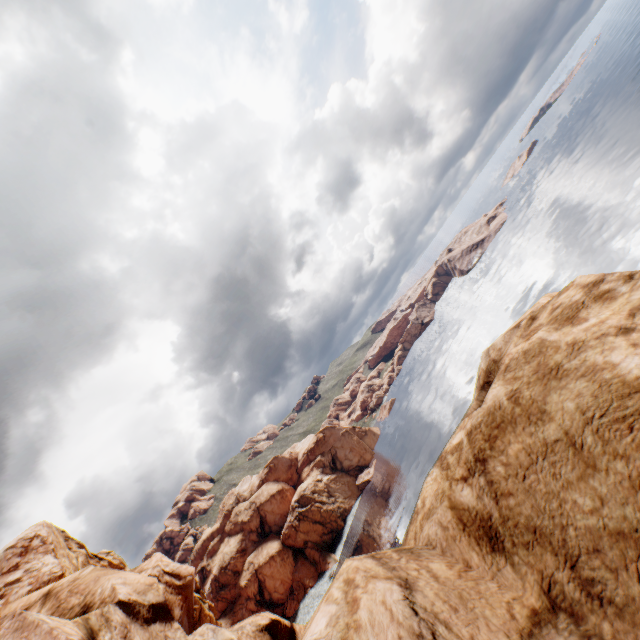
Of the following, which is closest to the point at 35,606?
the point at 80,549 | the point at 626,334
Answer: the point at 626,334
